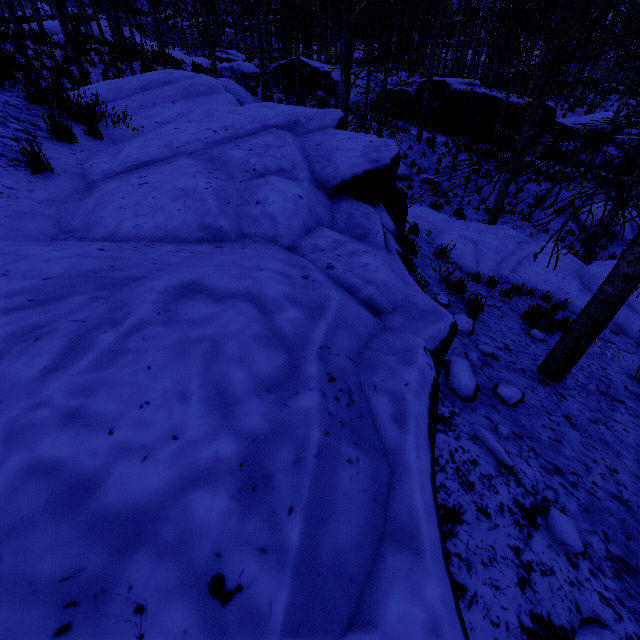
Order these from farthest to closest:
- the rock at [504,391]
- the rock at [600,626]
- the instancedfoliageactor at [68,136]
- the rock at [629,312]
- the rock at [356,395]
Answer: the rock at [629,312] < the instancedfoliageactor at [68,136] < the rock at [504,391] < the rock at [600,626] < the rock at [356,395]

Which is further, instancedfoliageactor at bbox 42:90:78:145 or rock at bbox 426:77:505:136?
rock at bbox 426:77:505:136

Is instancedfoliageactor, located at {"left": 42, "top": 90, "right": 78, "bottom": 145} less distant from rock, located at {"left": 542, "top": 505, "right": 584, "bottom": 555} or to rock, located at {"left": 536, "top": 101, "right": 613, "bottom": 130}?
rock, located at {"left": 542, "top": 505, "right": 584, "bottom": 555}

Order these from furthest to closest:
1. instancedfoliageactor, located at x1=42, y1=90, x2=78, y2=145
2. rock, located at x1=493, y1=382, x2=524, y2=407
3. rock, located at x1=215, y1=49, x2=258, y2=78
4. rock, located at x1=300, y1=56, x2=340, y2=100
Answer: rock, located at x1=300, y1=56, x2=340, y2=100 → rock, located at x1=215, y1=49, x2=258, y2=78 → instancedfoliageactor, located at x1=42, y1=90, x2=78, y2=145 → rock, located at x1=493, y1=382, x2=524, y2=407

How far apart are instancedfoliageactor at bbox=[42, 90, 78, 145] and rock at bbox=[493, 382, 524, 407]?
6.47m

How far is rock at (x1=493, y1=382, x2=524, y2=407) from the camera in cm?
325

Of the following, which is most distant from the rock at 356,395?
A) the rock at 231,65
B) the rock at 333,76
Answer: the rock at 333,76

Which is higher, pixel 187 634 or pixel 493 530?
pixel 187 634
